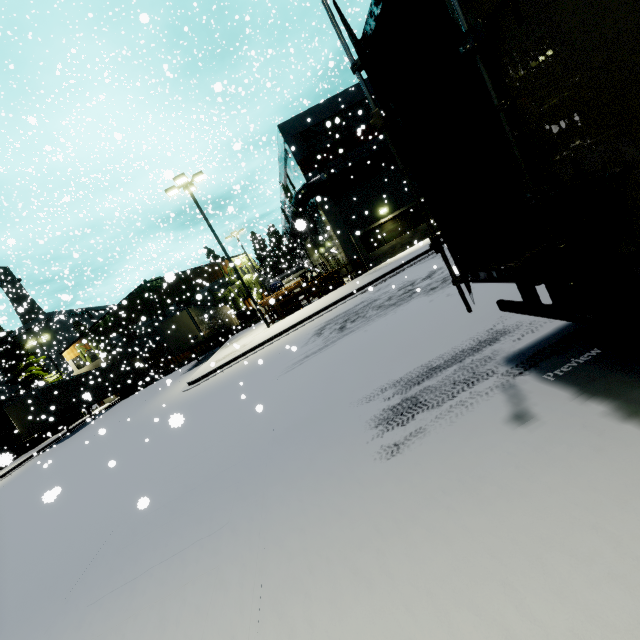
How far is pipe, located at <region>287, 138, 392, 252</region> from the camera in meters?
20.1

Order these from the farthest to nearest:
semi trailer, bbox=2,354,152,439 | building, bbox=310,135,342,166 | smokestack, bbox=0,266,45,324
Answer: smokestack, bbox=0,266,45,324
semi trailer, bbox=2,354,152,439
building, bbox=310,135,342,166

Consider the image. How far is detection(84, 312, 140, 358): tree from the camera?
32.0 meters

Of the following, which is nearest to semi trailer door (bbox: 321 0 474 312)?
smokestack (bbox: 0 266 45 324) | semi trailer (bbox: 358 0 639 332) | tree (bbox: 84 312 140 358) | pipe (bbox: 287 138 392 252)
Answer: semi trailer (bbox: 358 0 639 332)

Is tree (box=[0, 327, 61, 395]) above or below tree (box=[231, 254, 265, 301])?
above

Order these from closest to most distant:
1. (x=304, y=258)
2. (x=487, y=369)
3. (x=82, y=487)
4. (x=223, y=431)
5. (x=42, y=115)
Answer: (x=487, y=369), (x=223, y=431), (x=82, y=487), (x=42, y=115), (x=304, y=258)

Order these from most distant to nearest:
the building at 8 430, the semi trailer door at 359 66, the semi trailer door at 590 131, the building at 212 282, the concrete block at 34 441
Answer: the building at 212 282 → the concrete block at 34 441 → the building at 8 430 → the semi trailer door at 359 66 → the semi trailer door at 590 131

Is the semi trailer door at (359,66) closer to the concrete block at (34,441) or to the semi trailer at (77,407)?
the semi trailer at (77,407)
